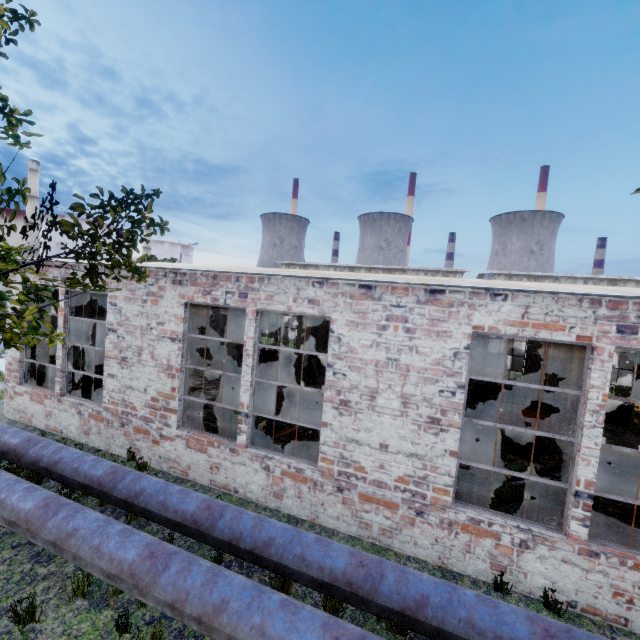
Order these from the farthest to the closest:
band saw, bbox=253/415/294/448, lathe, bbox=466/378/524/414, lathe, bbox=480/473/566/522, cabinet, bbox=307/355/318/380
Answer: cabinet, bbox=307/355/318/380 → lathe, bbox=466/378/524/414 → band saw, bbox=253/415/294/448 → lathe, bbox=480/473/566/522

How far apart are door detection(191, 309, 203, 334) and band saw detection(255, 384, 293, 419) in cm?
884

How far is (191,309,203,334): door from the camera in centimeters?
1788cm

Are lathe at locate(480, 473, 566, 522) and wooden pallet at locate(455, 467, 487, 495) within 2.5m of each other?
yes

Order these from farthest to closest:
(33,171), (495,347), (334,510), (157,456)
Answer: (33,171), (495,347), (157,456), (334,510)

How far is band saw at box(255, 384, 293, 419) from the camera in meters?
8.0

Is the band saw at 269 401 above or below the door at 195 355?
above

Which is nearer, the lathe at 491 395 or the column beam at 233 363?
the column beam at 233 363
